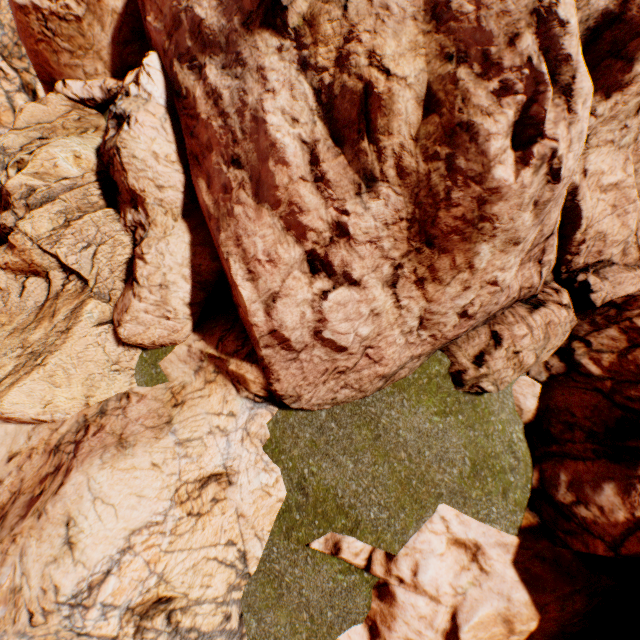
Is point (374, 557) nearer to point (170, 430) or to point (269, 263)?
point (170, 430)
